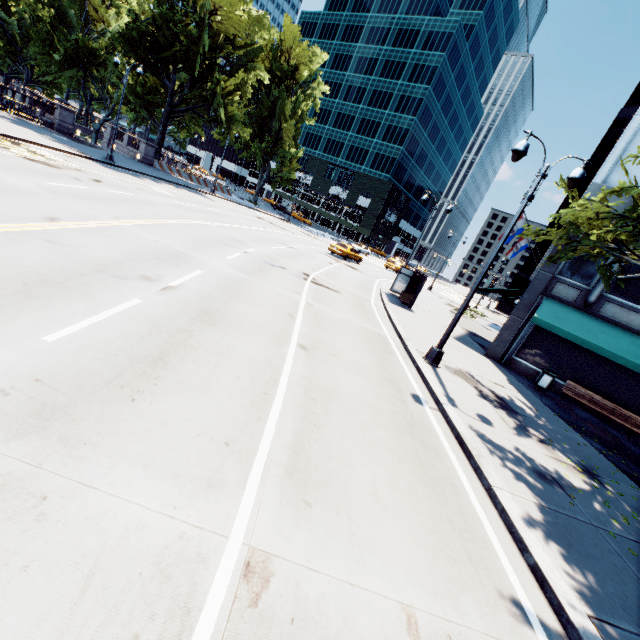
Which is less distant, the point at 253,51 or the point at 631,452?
the point at 631,452

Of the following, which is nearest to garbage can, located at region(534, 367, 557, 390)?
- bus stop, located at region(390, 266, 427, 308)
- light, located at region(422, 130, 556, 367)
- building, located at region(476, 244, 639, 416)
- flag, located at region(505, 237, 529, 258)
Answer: building, located at region(476, 244, 639, 416)

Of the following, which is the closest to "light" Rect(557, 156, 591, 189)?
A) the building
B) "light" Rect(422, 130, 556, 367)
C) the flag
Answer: "light" Rect(422, 130, 556, 367)

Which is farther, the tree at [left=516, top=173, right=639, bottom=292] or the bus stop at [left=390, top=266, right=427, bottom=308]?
the bus stop at [left=390, top=266, right=427, bottom=308]

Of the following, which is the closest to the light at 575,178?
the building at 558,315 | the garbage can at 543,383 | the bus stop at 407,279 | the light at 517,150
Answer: the light at 517,150

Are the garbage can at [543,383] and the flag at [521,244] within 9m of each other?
no

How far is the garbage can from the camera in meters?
14.5 m

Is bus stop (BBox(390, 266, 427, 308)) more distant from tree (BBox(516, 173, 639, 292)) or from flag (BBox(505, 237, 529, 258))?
flag (BBox(505, 237, 529, 258))
